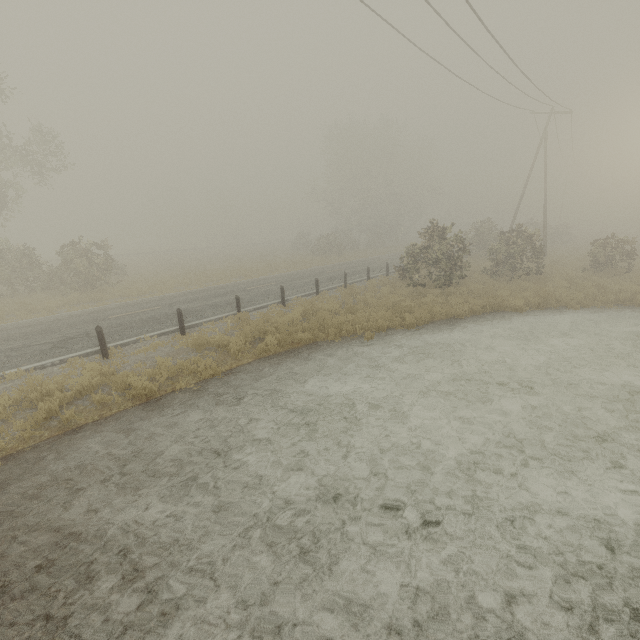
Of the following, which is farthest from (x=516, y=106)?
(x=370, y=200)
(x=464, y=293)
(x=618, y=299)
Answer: (x=370, y=200)

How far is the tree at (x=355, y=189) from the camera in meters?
42.8 m

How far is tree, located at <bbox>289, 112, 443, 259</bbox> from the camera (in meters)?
42.81
